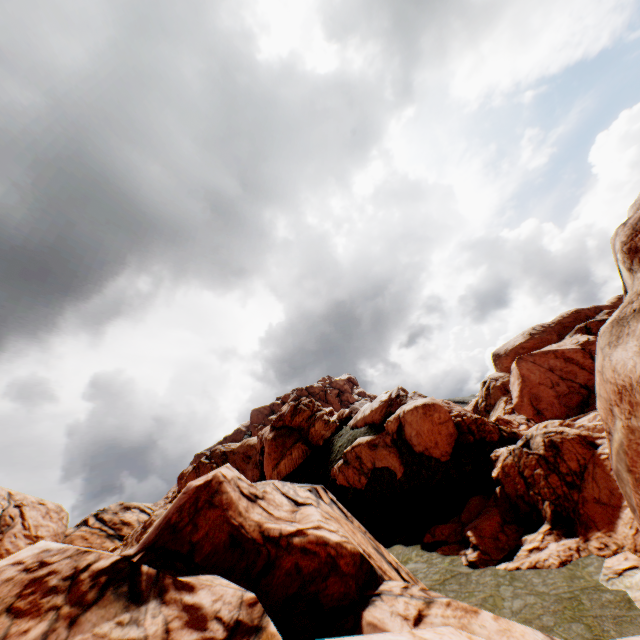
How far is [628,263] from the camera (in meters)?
8.66
